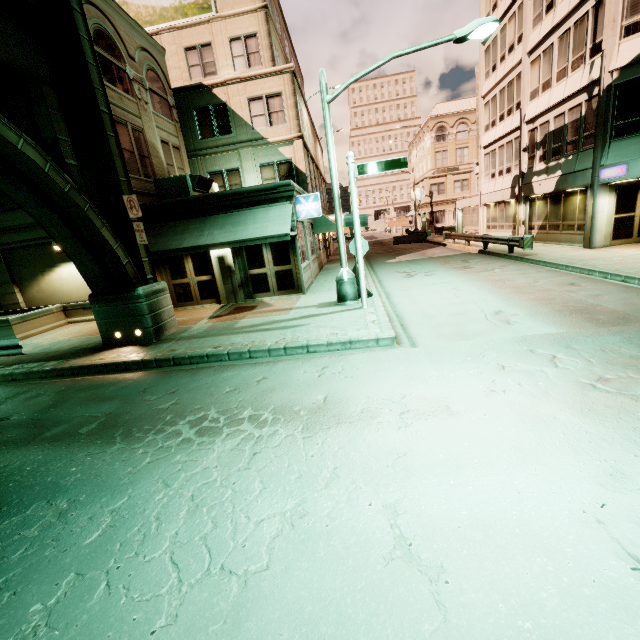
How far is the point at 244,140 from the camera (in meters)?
19.31

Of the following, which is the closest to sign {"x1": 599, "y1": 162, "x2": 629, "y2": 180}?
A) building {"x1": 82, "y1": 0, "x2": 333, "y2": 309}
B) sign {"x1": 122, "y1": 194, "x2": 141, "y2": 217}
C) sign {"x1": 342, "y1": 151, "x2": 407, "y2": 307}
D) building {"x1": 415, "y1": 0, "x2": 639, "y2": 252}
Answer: building {"x1": 415, "y1": 0, "x2": 639, "y2": 252}

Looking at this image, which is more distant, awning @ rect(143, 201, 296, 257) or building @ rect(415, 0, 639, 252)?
building @ rect(415, 0, 639, 252)

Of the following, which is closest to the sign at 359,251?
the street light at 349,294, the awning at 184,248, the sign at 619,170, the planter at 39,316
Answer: the street light at 349,294

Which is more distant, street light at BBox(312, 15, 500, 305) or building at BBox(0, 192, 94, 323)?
building at BBox(0, 192, 94, 323)

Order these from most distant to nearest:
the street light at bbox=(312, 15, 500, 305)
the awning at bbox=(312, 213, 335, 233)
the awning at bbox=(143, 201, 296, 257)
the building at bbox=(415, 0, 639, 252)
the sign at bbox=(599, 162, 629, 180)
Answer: the awning at bbox=(312, 213, 335, 233)
the building at bbox=(415, 0, 639, 252)
the sign at bbox=(599, 162, 629, 180)
the awning at bbox=(143, 201, 296, 257)
the street light at bbox=(312, 15, 500, 305)

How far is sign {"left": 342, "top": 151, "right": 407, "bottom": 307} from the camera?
9.5 meters

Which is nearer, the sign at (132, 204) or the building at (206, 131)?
the sign at (132, 204)
